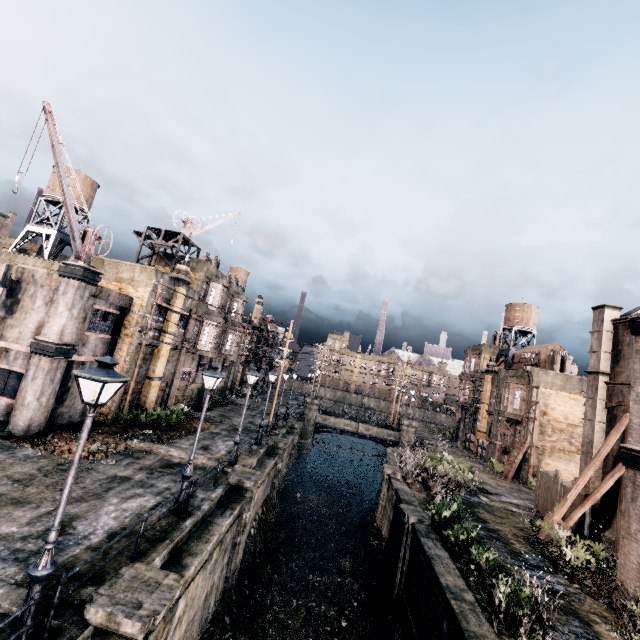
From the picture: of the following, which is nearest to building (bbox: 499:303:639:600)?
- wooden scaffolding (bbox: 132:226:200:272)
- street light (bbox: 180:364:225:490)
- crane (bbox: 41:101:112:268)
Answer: street light (bbox: 180:364:225:490)

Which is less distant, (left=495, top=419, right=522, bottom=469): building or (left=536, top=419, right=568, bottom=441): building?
(left=536, top=419, right=568, bottom=441): building

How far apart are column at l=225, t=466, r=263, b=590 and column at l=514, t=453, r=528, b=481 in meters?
29.9 m

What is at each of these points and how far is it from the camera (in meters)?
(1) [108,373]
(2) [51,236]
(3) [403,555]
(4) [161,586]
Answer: (1) street light, 6.98
(2) water tower, 34.97
(3) column, 17.19
(4) column, 8.07

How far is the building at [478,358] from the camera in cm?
4497

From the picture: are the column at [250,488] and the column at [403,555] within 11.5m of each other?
yes

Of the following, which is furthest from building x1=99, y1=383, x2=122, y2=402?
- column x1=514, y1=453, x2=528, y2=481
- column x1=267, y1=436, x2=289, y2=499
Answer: column x1=514, y1=453, x2=528, y2=481

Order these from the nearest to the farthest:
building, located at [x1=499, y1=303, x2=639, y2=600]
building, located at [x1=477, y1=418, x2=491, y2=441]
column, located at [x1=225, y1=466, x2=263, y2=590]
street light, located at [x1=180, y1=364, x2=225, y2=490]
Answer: street light, located at [x1=180, y1=364, x2=225, y2=490], building, located at [x1=499, y1=303, x2=639, y2=600], column, located at [x1=225, y1=466, x2=263, y2=590], building, located at [x1=477, y1=418, x2=491, y2=441]
